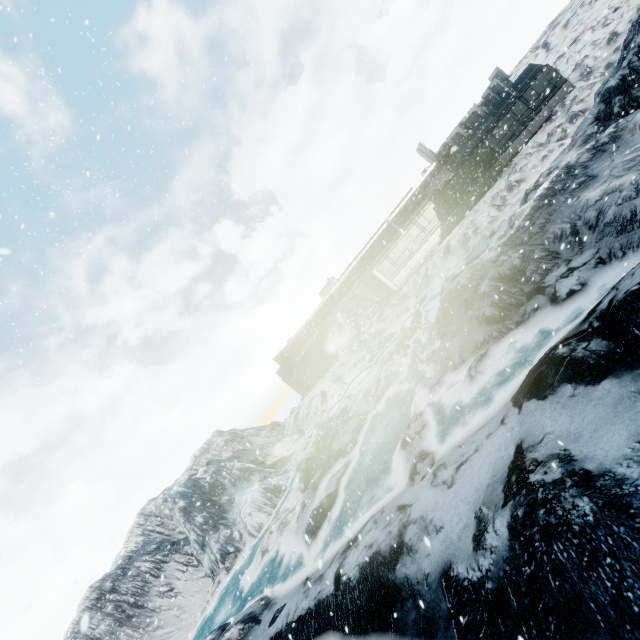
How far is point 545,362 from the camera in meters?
6.7 m
